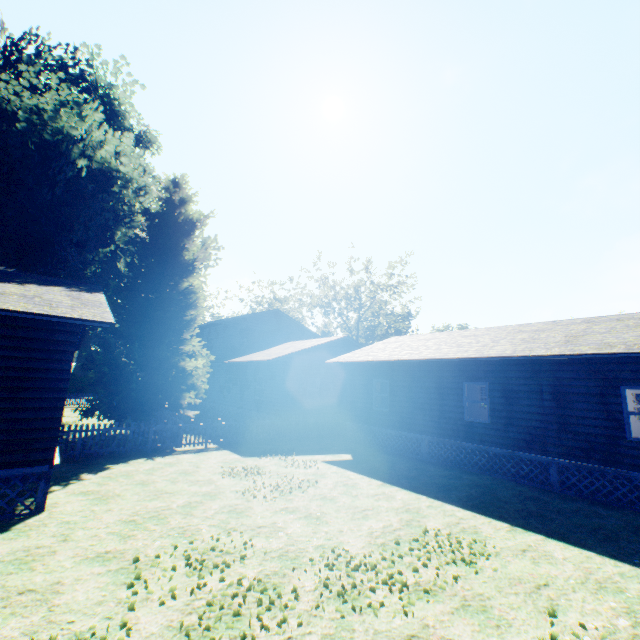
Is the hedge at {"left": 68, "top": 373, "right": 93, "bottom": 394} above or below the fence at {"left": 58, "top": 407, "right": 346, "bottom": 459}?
above

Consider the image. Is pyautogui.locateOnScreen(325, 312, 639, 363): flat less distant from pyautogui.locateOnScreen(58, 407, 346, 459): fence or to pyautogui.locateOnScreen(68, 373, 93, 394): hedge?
pyautogui.locateOnScreen(58, 407, 346, 459): fence

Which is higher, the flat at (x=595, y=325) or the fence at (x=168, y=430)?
the flat at (x=595, y=325)

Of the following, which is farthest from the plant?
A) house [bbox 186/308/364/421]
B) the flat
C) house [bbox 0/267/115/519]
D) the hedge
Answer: the flat

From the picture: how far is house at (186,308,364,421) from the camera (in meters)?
20.58

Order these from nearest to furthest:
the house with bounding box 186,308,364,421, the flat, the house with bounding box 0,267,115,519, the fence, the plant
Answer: the house with bounding box 0,267,115,519 → the flat → the fence → the plant → the house with bounding box 186,308,364,421

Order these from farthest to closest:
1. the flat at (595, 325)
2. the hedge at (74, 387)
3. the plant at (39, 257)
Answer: the hedge at (74, 387) → the plant at (39, 257) → the flat at (595, 325)

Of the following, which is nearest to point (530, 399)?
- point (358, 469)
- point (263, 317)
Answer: point (358, 469)
